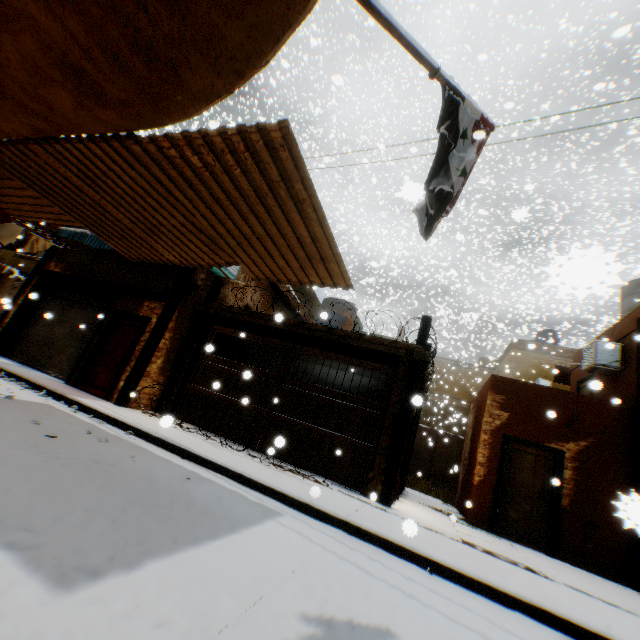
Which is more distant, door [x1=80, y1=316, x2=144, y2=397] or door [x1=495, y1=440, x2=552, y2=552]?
door [x1=80, y1=316, x2=144, y2=397]

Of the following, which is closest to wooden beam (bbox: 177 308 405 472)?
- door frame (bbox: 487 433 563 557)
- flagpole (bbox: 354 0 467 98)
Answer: door frame (bbox: 487 433 563 557)

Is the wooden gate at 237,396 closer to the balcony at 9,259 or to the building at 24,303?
the building at 24,303

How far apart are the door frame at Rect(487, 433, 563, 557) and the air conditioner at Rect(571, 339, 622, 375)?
2.4 meters

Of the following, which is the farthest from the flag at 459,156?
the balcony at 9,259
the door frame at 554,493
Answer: the balcony at 9,259

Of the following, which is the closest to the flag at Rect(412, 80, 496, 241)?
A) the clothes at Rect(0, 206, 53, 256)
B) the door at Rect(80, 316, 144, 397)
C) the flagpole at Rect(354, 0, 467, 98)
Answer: the flagpole at Rect(354, 0, 467, 98)

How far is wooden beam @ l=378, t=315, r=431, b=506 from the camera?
6.97m

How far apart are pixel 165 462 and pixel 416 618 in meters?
4.1
